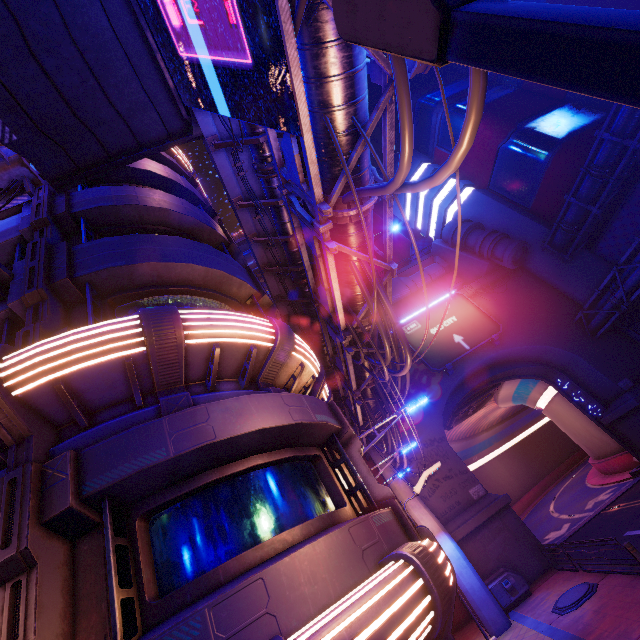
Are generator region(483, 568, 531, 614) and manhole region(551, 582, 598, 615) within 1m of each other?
no

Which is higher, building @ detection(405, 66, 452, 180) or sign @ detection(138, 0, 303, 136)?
building @ detection(405, 66, 452, 180)

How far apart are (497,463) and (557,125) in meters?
48.9

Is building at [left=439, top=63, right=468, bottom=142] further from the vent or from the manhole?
the manhole

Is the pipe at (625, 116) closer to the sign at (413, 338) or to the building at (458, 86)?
the building at (458, 86)

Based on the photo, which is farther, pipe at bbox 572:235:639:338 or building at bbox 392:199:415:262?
building at bbox 392:199:415:262

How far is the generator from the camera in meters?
16.6

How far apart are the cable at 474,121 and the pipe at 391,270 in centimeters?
0cm
